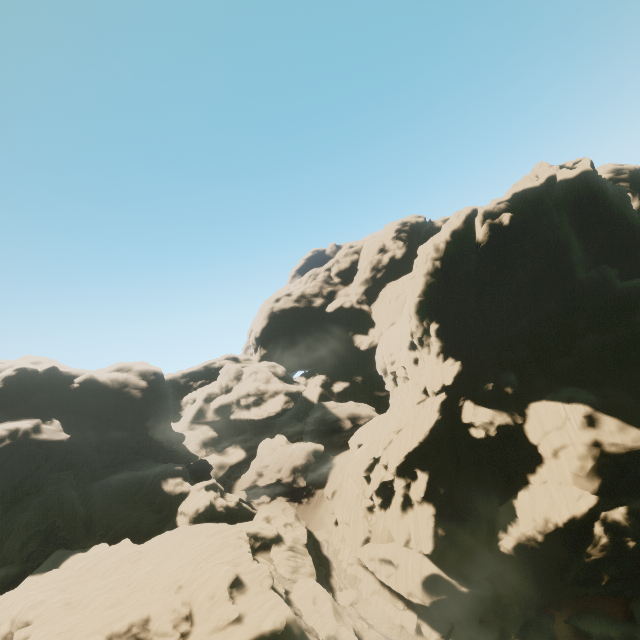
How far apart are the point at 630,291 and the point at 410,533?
40.1m

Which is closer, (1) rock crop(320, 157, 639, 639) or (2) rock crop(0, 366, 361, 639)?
(2) rock crop(0, 366, 361, 639)

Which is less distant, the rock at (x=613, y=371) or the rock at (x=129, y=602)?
the rock at (x=129, y=602)
